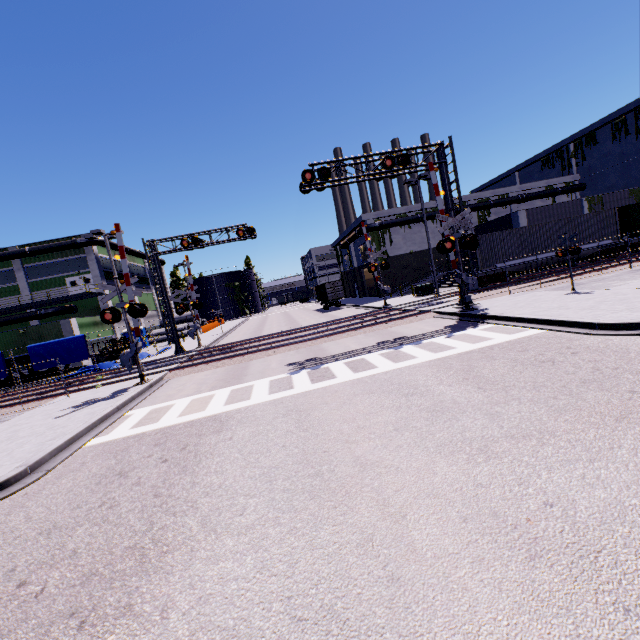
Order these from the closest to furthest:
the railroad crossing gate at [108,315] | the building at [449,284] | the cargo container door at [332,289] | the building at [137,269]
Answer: the railroad crossing gate at [108,315] → the building at [449,284] → the cargo container door at [332,289] → the building at [137,269]

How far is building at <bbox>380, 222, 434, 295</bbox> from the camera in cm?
4138

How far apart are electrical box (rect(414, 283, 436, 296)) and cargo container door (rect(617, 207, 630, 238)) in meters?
14.8 m

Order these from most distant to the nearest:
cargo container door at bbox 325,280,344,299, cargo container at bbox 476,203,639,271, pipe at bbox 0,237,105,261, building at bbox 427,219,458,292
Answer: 1. cargo container door at bbox 325,280,344,299
2. pipe at bbox 0,237,105,261
3. building at bbox 427,219,458,292
4. cargo container at bbox 476,203,639,271

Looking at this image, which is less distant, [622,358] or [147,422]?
[622,358]

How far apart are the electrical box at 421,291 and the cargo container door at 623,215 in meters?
14.8

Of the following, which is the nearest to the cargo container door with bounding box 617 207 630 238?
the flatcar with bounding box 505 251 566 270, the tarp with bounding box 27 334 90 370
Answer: the flatcar with bounding box 505 251 566 270

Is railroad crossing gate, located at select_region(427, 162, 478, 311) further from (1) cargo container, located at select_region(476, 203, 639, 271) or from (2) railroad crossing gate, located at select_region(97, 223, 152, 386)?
(2) railroad crossing gate, located at select_region(97, 223, 152, 386)
